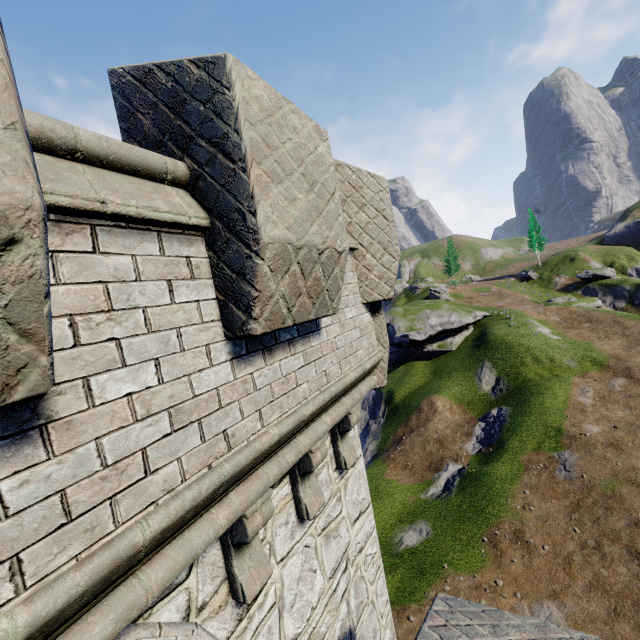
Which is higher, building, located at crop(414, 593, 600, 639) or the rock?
the rock

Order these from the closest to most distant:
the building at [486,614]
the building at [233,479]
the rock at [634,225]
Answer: the building at [233,479], the building at [486,614], the rock at [634,225]

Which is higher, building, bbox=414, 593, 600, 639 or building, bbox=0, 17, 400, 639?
building, bbox=0, 17, 400, 639

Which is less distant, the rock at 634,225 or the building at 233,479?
the building at 233,479

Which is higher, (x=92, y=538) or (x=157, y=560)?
(x=92, y=538)

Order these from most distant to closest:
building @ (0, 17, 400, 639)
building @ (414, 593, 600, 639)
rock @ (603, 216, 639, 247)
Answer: rock @ (603, 216, 639, 247) < building @ (414, 593, 600, 639) < building @ (0, 17, 400, 639)

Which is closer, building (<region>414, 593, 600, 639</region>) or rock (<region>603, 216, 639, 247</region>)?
building (<region>414, 593, 600, 639</region>)
